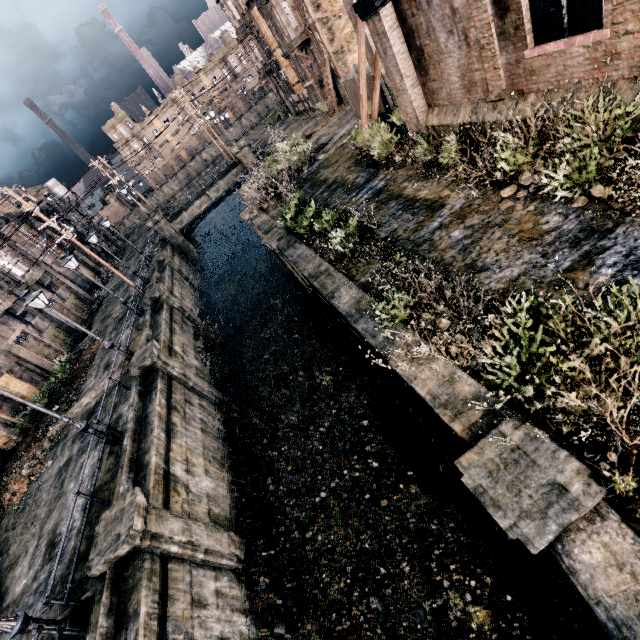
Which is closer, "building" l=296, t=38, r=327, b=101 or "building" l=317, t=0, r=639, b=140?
"building" l=317, t=0, r=639, b=140

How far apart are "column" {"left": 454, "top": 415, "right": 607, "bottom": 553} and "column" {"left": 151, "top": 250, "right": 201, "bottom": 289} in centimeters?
3138cm

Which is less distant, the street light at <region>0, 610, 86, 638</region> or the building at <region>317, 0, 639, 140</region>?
the street light at <region>0, 610, 86, 638</region>

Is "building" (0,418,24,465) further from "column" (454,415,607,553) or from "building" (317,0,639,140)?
"building" (317,0,639,140)

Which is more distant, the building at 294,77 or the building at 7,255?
the building at 294,77

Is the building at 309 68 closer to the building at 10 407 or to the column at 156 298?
the column at 156 298

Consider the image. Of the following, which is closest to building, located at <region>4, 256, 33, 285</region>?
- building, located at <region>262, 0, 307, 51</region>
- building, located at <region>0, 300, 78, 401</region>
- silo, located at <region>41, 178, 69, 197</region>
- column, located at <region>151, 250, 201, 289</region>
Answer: building, located at <region>0, 300, 78, 401</region>

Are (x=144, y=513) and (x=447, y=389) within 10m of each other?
yes
